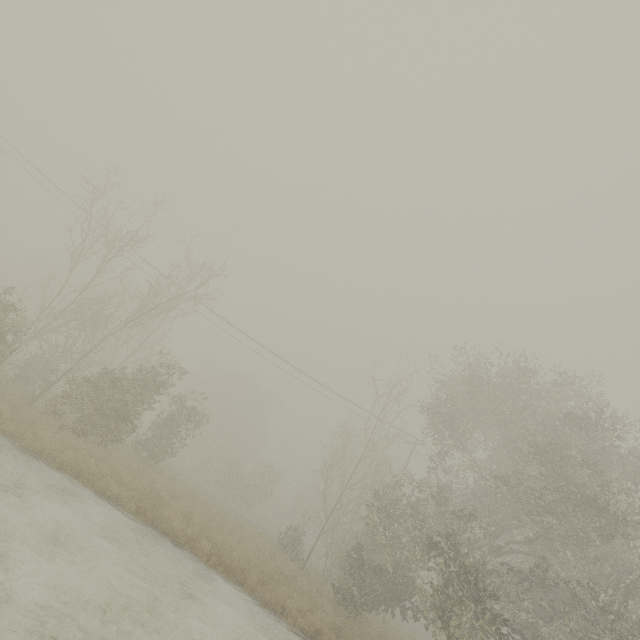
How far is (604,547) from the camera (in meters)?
13.29
